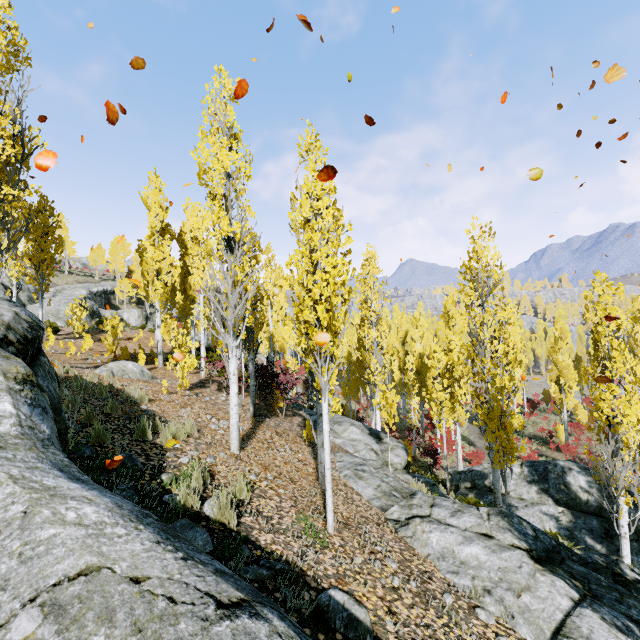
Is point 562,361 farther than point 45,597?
Yes

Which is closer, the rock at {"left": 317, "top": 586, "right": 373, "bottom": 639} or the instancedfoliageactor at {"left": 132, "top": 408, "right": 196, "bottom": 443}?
the rock at {"left": 317, "top": 586, "right": 373, "bottom": 639}

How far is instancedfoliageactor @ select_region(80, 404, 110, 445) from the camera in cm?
507

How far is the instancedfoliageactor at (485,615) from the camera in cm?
394

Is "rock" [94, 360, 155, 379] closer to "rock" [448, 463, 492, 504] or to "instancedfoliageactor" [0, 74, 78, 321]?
"instancedfoliageactor" [0, 74, 78, 321]

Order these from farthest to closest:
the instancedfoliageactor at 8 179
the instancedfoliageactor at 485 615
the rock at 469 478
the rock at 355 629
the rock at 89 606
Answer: the rock at 469 478
the instancedfoliageactor at 8 179
the instancedfoliageactor at 485 615
the rock at 355 629
the rock at 89 606

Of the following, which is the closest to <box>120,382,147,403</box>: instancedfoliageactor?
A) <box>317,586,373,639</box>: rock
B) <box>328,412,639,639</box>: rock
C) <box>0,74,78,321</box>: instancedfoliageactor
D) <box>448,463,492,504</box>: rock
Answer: <box>0,74,78,321</box>: instancedfoliageactor

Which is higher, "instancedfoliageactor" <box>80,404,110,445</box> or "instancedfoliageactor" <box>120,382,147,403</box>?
"instancedfoliageactor" <box>120,382,147,403</box>
